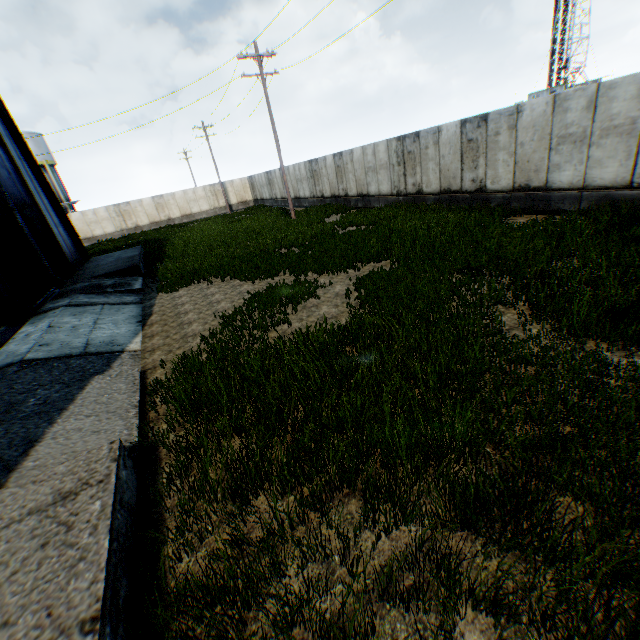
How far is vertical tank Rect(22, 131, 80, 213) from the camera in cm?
3622

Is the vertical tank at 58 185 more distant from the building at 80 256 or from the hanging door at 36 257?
the hanging door at 36 257

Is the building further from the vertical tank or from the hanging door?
the vertical tank

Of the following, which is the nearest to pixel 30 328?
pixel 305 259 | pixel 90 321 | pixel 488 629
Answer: pixel 90 321

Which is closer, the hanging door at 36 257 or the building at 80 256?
the hanging door at 36 257

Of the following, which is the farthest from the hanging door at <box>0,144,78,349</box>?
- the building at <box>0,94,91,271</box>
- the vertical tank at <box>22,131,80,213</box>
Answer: the vertical tank at <box>22,131,80,213</box>
